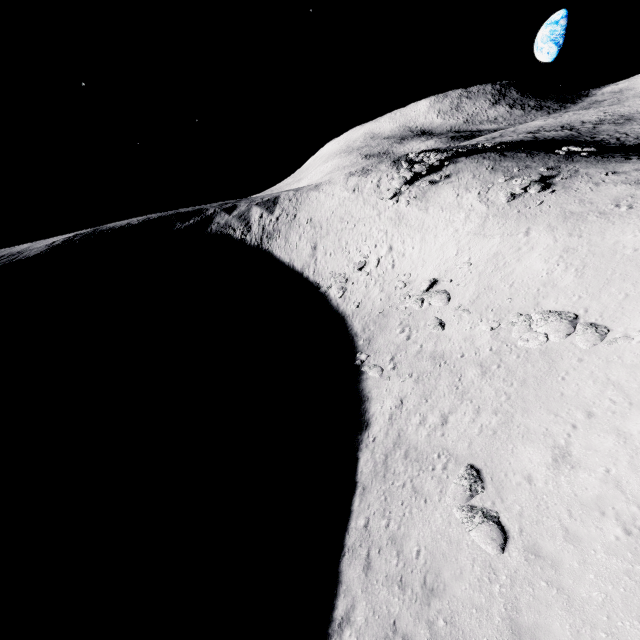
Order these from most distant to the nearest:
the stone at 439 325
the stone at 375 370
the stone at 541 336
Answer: the stone at 439 325 < the stone at 375 370 < the stone at 541 336

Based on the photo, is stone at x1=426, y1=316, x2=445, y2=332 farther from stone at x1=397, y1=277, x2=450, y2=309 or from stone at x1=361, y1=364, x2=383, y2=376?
stone at x1=361, y1=364, x2=383, y2=376

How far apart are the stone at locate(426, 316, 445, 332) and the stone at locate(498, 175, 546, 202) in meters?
14.0 m

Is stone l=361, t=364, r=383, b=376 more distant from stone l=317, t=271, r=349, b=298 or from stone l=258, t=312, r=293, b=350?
stone l=258, t=312, r=293, b=350

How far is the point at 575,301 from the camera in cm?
1728

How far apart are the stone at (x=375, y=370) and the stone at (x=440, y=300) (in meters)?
5.14

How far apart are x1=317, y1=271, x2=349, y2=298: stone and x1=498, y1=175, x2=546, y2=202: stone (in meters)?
15.54

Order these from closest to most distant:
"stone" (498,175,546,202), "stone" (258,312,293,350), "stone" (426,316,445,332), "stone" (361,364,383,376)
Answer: "stone" (361,364,383,376)
"stone" (426,316,445,332)
"stone" (498,175,546,202)
"stone" (258,312,293,350)
